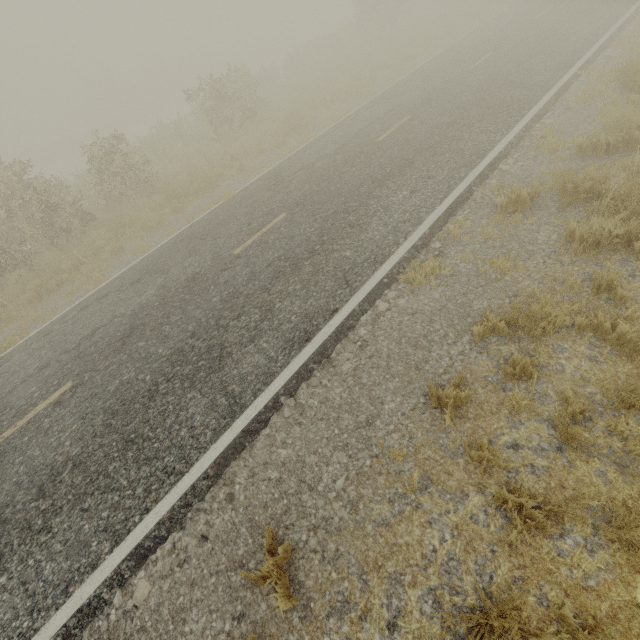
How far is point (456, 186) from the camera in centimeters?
679cm
